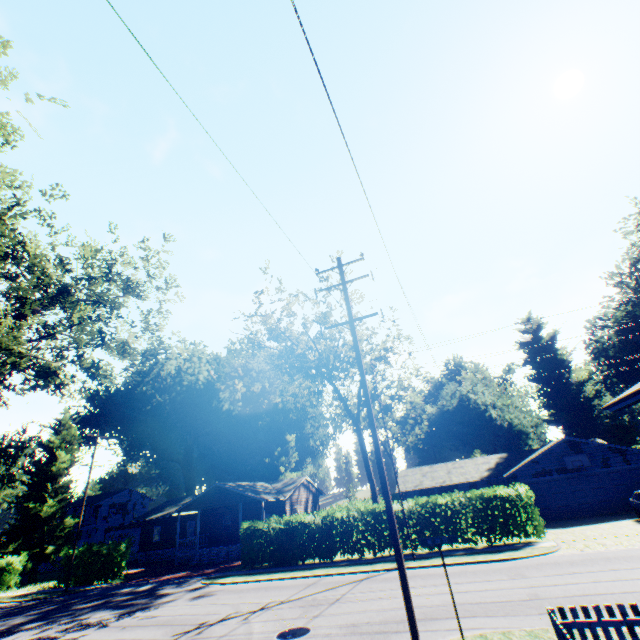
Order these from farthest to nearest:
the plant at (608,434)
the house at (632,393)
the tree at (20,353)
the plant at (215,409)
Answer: the plant at (608,434) → the plant at (215,409) → the tree at (20,353) → the house at (632,393)

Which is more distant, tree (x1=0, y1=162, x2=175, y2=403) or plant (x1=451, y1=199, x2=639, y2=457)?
plant (x1=451, y1=199, x2=639, y2=457)

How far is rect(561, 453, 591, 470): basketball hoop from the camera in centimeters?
2588cm

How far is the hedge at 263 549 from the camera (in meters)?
21.03

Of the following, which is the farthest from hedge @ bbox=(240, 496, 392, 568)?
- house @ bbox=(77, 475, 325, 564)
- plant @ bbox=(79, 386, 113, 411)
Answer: plant @ bbox=(79, 386, 113, 411)

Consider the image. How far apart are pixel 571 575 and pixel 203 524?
37.35m

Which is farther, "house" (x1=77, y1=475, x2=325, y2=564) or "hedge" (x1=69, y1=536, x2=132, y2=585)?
"house" (x1=77, y1=475, x2=325, y2=564)

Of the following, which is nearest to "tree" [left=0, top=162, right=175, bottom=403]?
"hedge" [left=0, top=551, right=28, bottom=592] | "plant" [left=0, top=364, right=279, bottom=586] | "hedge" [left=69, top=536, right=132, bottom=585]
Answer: "hedge" [left=69, top=536, right=132, bottom=585]
